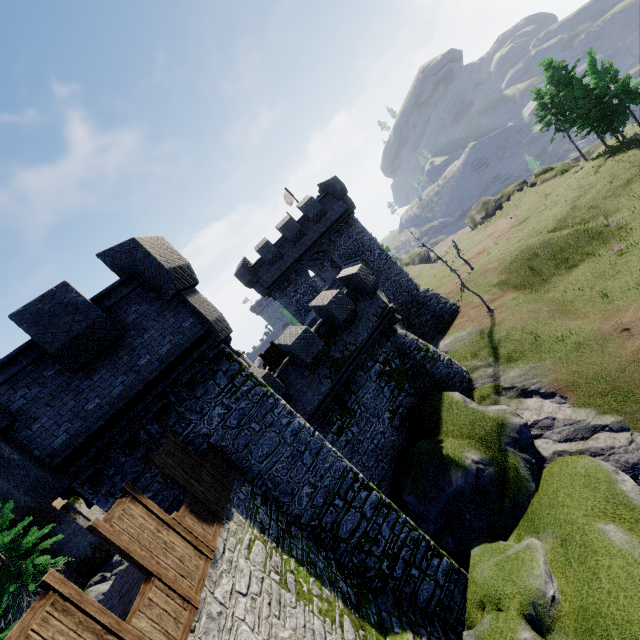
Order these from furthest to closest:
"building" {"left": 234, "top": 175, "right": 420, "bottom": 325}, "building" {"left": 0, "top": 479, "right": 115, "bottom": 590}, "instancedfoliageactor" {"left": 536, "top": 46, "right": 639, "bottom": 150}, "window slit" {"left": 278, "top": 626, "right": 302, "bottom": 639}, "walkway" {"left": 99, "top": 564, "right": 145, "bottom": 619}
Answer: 1. "instancedfoliageactor" {"left": 536, "top": 46, "right": 639, "bottom": 150}
2. "building" {"left": 234, "top": 175, "right": 420, "bottom": 325}
3. "building" {"left": 0, "top": 479, "right": 115, "bottom": 590}
4. "walkway" {"left": 99, "top": 564, "right": 145, "bottom": 619}
5. "window slit" {"left": 278, "top": 626, "right": 302, "bottom": 639}

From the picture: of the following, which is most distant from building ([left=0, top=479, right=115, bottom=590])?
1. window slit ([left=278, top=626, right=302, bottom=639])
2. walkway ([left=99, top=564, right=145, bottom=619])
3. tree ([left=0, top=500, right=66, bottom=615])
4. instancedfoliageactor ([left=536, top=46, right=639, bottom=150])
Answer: instancedfoliageactor ([left=536, top=46, right=639, bottom=150])

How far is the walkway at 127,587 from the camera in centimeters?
689cm

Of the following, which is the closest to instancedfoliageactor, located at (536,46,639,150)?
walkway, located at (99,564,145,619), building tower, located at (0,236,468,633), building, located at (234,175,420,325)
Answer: building, located at (234,175,420,325)

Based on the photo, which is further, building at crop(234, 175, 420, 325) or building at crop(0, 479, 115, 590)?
building at crop(234, 175, 420, 325)

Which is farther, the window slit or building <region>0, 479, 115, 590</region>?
building <region>0, 479, 115, 590</region>

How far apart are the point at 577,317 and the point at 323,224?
18.51m

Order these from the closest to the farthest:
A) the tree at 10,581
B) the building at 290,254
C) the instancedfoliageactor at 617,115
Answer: the tree at 10,581
the building at 290,254
the instancedfoliageactor at 617,115
